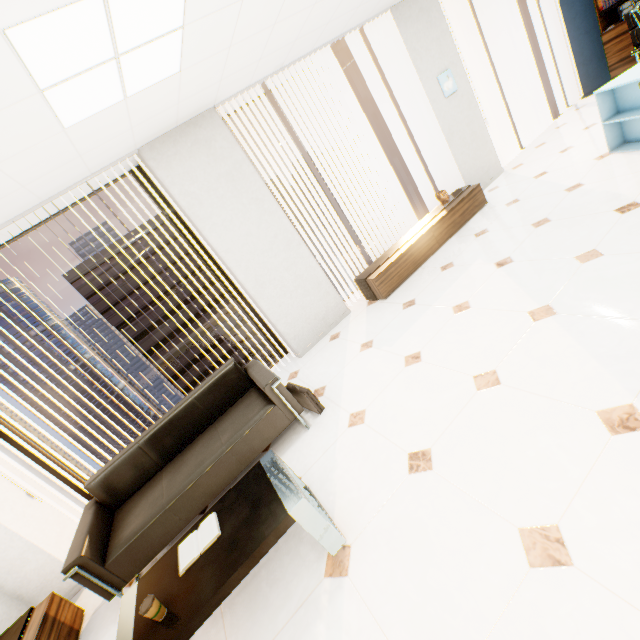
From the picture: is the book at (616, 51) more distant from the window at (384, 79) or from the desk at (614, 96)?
the window at (384, 79)

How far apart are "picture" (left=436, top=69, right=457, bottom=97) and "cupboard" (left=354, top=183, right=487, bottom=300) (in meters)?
1.39

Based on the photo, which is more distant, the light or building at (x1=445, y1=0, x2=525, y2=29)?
building at (x1=445, y1=0, x2=525, y2=29)

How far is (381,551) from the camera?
1.7 meters

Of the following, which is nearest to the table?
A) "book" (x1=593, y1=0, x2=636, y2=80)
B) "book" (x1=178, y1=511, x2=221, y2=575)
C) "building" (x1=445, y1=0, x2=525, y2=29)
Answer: "book" (x1=178, y1=511, x2=221, y2=575)

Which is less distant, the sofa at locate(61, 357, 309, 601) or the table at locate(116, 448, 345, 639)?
the table at locate(116, 448, 345, 639)

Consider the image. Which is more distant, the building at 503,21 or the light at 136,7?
the building at 503,21

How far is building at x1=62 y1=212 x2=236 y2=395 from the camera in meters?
50.8
